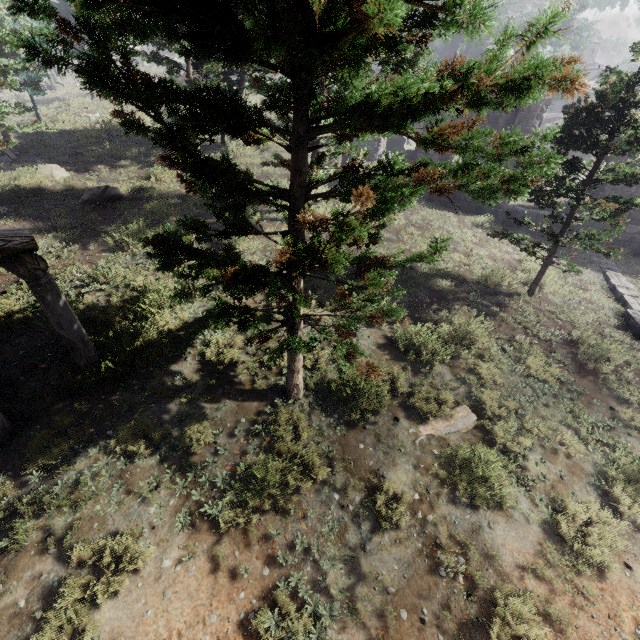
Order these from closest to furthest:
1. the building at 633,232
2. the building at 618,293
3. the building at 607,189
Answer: the building at 618,293, the building at 607,189, the building at 633,232

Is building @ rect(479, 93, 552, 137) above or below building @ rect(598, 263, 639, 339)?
above

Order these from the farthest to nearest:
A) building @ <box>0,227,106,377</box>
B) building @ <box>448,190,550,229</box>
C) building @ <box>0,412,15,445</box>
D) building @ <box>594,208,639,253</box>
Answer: building @ <box>448,190,550,229</box> < building @ <box>594,208,639,253</box> < building @ <box>0,412,15,445</box> < building @ <box>0,227,106,377</box>

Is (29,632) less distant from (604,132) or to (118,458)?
(118,458)

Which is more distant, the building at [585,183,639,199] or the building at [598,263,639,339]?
the building at [585,183,639,199]

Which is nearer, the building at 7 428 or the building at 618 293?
the building at 7 428
